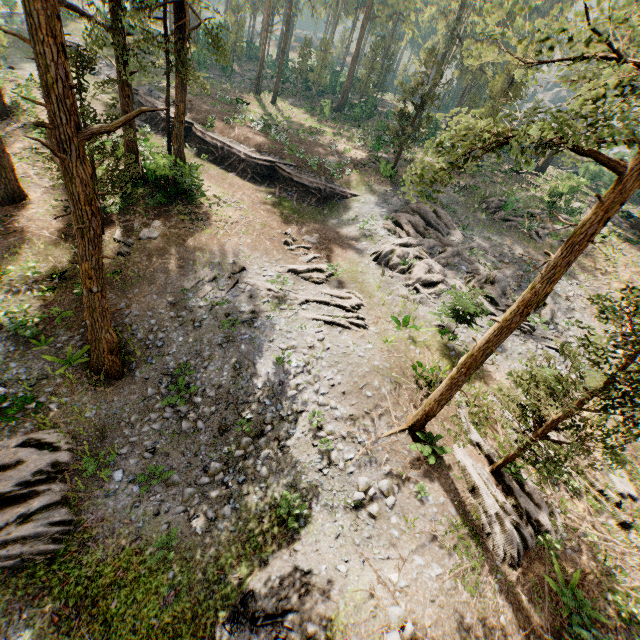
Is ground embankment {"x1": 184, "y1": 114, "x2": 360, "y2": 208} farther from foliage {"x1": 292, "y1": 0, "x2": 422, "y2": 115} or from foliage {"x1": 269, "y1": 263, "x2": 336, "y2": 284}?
foliage {"x1": 292, "y1": 0, "x2": 422, "y2": 115}

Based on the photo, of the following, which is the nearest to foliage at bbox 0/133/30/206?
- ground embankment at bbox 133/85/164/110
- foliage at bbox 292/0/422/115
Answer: ground embankment at bbox 133/85/164/110

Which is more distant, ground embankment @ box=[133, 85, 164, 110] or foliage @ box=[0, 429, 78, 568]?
ground embankment @ box=[133, 85, 164, 110]

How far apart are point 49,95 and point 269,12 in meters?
42.4 m

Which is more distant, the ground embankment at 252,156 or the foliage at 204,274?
the ground embankment at 252,156

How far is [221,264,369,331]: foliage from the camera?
17.3m

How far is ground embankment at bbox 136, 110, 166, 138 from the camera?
29.1m

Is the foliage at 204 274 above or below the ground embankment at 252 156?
below
